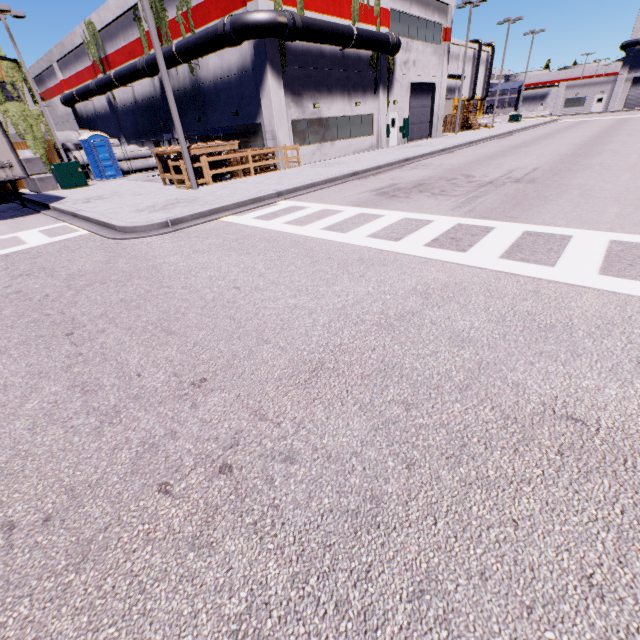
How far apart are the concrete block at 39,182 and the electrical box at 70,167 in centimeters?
87cm

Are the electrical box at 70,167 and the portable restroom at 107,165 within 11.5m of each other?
yes

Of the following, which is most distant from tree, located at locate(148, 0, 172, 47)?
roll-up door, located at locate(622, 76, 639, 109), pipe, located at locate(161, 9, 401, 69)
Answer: roll-up door, located at locate(622, 76, 639, 109)

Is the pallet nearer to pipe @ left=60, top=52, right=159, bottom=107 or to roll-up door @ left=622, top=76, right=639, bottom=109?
roll-up door @ left=622, top=76, right=639, bottom=109

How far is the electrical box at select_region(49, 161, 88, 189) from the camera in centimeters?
1797cm

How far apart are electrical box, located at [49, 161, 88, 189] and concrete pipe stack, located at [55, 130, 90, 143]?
19.3m

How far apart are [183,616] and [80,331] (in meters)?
4.22

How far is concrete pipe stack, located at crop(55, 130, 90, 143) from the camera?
32.4m
